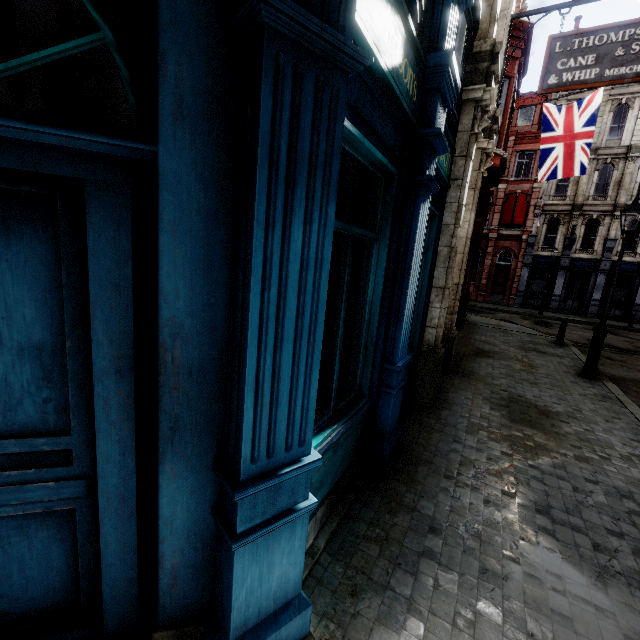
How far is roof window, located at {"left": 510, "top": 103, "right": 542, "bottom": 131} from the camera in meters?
26.1 m

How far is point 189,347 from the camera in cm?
162

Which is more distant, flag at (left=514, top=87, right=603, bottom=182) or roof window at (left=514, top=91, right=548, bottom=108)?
roof window at (left=514, top=91, right=548, bottom=108)

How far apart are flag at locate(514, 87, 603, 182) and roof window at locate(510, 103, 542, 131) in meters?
17.4

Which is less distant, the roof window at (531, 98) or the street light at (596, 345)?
the street light at (596, 345)

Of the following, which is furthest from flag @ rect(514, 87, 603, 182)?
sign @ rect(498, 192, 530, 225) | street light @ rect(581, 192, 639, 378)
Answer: sign @ rect(498, 192, 530, 225)

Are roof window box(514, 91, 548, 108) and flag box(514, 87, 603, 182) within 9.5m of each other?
no

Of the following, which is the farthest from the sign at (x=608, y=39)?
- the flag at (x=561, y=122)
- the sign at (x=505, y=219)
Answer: the sign at (x=505, y=219)
